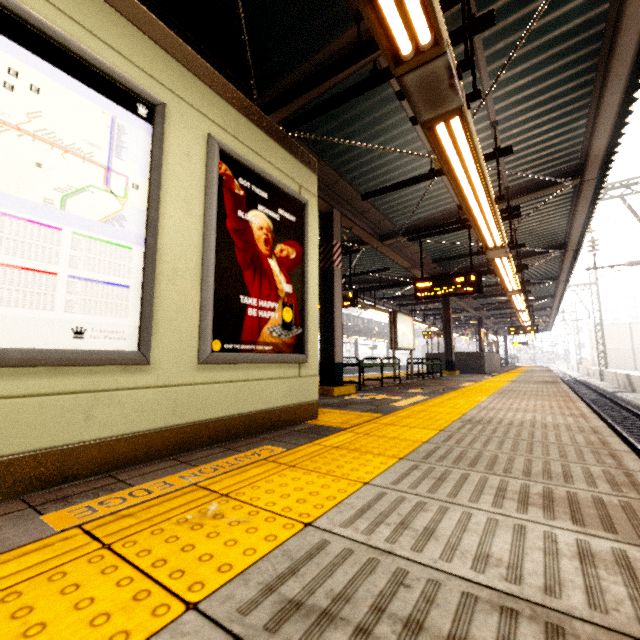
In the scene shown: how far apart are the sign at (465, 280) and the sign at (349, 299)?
1.7m

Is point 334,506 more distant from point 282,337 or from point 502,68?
point 502,68

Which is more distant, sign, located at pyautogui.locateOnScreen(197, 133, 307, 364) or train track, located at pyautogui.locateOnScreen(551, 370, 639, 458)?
train track, located at pyautogui.locateOnScreen(551, 370, 639, 458)

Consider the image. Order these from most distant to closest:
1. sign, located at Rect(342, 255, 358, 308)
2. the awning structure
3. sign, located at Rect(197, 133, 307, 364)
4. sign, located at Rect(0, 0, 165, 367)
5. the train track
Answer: sign, located at Rect(342, 255, 358, 308), the train track, the awning structure, sign, located at Rect(197, 133, 307, 364), sign, located at Rect(0, 0, 165, 367)

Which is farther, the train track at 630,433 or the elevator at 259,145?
the train track at 630,433

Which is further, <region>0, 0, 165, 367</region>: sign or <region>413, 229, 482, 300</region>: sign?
<region>413, 229, 482, 300</region>: sign

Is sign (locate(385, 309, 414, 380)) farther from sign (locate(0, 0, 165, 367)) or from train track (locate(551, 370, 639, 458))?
sign (locate(0, 0, 165, 367))

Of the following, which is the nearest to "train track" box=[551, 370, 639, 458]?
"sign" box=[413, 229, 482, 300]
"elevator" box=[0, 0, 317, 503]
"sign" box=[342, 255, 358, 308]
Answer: "elevator" box=[0, 0, 317, 503]
